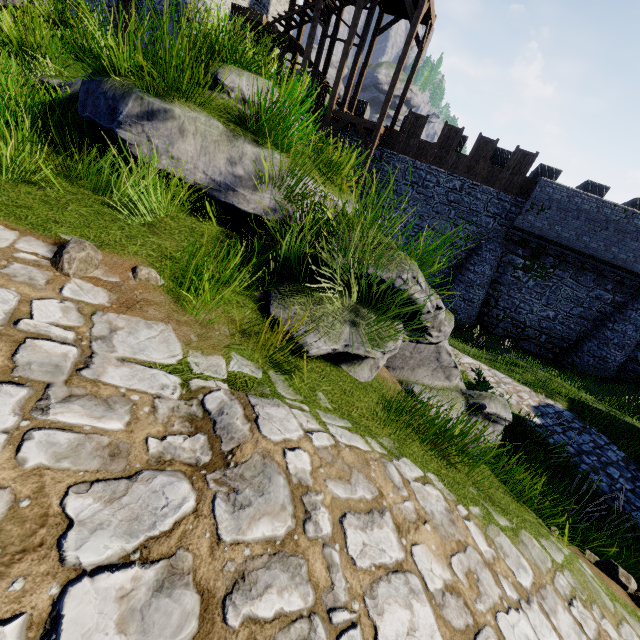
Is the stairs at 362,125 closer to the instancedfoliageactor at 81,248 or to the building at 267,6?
the building at 267,6

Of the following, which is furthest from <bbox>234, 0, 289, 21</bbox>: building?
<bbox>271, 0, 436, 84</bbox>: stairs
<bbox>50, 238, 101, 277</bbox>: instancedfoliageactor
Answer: <bbox>50, 238, 101, 277</bbox>: instancedfoliageactor

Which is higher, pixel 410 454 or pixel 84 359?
pixel 84 359

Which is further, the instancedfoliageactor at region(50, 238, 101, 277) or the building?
the building

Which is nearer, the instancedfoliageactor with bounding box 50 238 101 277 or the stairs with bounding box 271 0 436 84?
the instancedfoliageactor with bounding box 50 238 101 277

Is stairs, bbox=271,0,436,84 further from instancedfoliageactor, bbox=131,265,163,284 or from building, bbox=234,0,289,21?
instancedfoliageactor, bbox=131,265,163,284

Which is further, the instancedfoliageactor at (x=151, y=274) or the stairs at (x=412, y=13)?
the stairs at (x=412, y=13)
